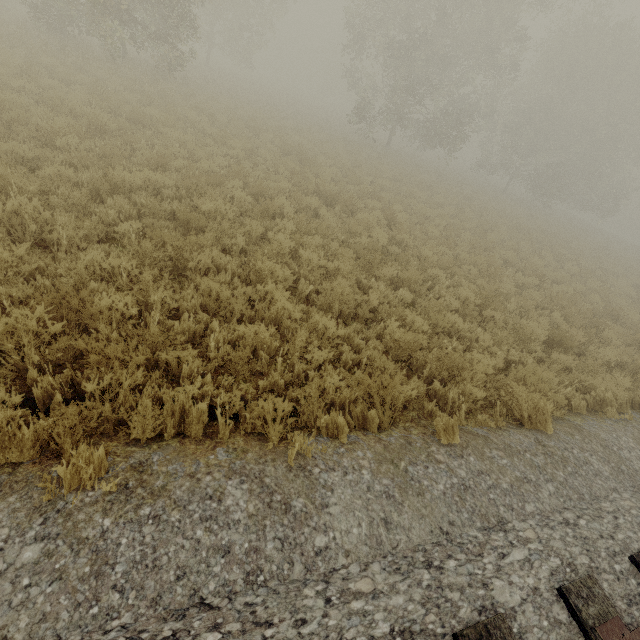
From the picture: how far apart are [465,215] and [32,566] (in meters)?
17.71
